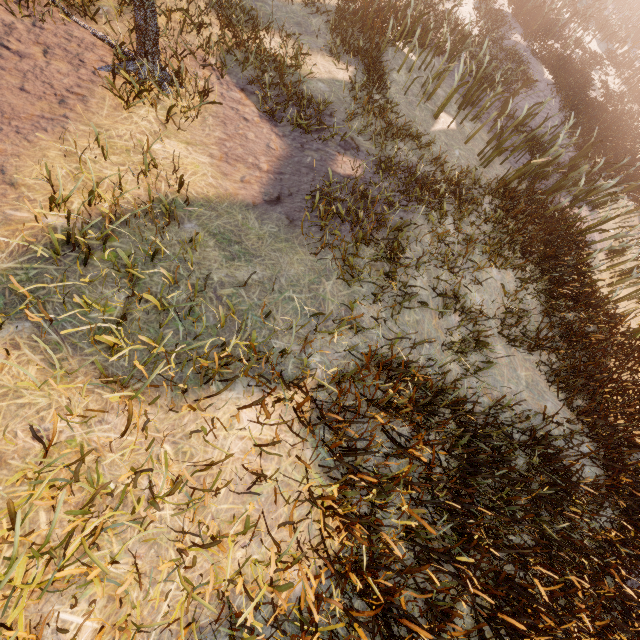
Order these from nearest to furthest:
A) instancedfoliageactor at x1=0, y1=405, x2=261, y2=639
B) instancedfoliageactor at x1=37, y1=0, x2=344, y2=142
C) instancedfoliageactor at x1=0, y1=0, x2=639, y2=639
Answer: instancedfoliageactor at x1=0, y1=405, x2=261, y2=639, instancedfoliageactor at x1=0, y1=0, x2=639, y2=639, instancedfoliageactor at x1=37, y1=0, x2=344, y2=142

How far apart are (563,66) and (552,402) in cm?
1718

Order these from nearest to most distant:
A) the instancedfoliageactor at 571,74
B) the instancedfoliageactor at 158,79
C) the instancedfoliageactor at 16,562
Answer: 1. the instancedfoliageactor at 16,562
2. the instancedfoliageactor at 571,74
3. the instancedfoliageactor at 158,79

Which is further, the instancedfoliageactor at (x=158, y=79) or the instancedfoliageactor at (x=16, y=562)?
the instancedfoliageactor at (x=158, y=79)

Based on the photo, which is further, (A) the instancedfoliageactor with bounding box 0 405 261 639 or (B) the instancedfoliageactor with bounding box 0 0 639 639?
(B) the instancedfoliageactor with bounding box 0 0 639 639
